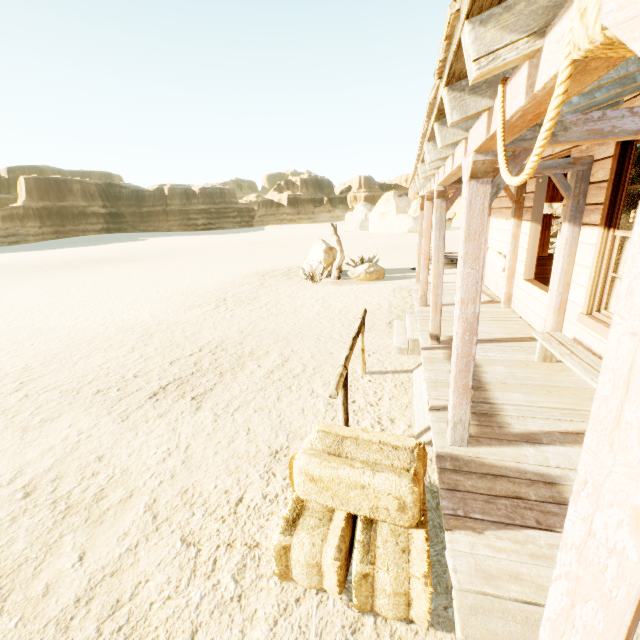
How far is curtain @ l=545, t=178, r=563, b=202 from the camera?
8.6m

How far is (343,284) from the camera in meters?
13.0 m

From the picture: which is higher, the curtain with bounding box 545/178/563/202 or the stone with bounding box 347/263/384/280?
the curtain with bounding box 545/178/563/202

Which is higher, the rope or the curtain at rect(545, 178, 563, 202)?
the rope

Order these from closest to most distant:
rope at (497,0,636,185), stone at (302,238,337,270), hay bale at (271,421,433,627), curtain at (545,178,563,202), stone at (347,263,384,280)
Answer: rope at (497,0,636,185)
hay bale at (271,421,433,627)
curtain at (545,178,563,202)
stone at (347,263,384,280)
stone at (302,238,337,270)

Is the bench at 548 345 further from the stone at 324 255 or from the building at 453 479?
the stone at 324 255

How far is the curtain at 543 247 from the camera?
8.85m

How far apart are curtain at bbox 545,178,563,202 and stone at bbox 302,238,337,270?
8.0m
